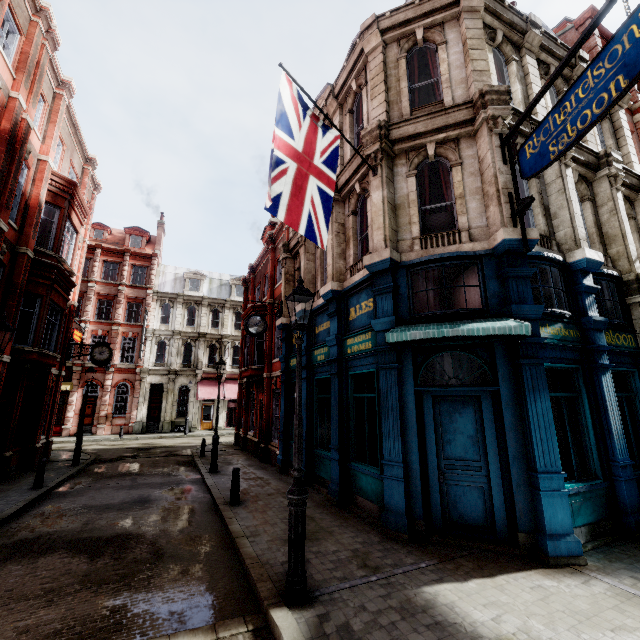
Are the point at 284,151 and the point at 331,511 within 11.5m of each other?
yes

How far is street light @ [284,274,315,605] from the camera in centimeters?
451cm

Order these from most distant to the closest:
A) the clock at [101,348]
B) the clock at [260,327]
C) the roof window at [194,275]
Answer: the roof window at [194,275] < the clock at [101,348] < the clock at [260,327]

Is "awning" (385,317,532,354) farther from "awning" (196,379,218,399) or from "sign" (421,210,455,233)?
"awning" (196,379,218,399)

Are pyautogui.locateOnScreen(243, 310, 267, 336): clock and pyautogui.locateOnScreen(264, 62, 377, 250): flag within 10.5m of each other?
yes

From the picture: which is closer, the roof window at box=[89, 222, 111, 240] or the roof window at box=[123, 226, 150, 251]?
the roof window at box=[89, 222, 111, 240]

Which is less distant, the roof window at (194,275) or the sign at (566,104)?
the sign at (566,104)

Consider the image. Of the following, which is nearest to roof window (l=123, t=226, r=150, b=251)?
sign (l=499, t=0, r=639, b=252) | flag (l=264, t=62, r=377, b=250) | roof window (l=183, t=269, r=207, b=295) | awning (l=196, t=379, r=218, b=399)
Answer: roof window (l=183, t=269, r=207, b=295)
